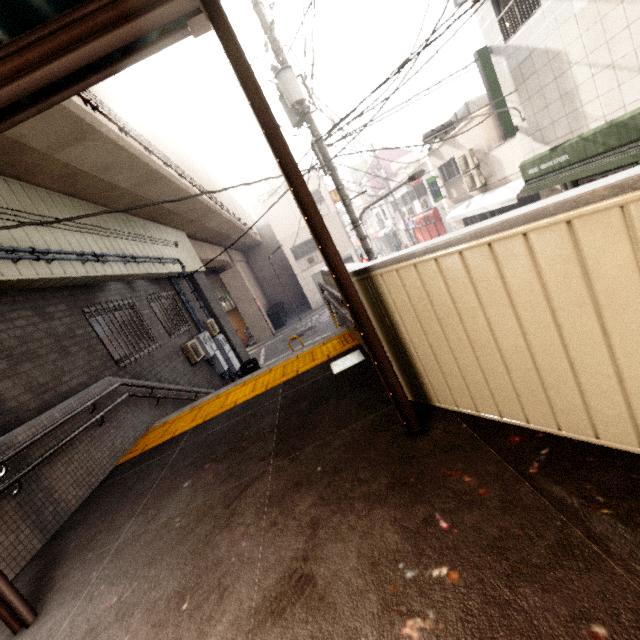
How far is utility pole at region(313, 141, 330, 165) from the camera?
7.54m

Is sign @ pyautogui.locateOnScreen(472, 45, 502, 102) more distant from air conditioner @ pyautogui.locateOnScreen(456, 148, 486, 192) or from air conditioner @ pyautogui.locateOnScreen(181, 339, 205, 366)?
air conditioner @ pyautogui.locateOnScreen(181, 339, 205, 366)

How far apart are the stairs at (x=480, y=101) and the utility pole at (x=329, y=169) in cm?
975

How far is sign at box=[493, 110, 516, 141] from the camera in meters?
10.6

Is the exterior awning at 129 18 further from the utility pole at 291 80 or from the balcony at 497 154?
the balcony at 497 154

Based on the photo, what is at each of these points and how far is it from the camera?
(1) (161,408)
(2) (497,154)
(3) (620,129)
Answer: (1) stairs, 6.6 meters
(2) balcony, 13.4 meters
(3) awning, 7.8 meters

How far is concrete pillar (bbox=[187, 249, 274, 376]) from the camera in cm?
1263

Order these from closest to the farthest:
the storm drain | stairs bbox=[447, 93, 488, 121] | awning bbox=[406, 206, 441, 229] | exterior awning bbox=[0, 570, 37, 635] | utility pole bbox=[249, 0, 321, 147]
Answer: exterior awning bbox=[0, 570, 37, 635], the storm drain, utility pole bbox=[249, 0, 321, 147], stairs bbox=[447, 93, 488, 121], awning bbox=[406, 206, 441, 229]
